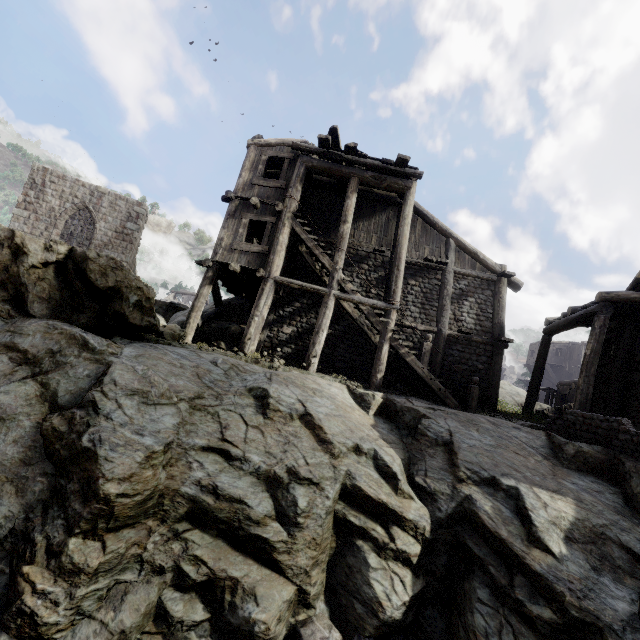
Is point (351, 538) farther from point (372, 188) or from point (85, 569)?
point (372, 188)

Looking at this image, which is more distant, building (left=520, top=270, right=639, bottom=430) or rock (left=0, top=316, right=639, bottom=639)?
building (left=520, top=270, right=639, bottom=430)

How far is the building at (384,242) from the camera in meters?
11.7

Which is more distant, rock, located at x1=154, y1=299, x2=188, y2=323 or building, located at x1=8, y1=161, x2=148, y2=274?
rock, located at x1=154, y1=299, x2=188, y2=323

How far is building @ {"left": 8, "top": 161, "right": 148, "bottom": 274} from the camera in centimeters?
1850cm

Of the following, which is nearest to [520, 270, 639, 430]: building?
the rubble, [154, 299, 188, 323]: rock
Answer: [154, 299, 188, 323]: rock

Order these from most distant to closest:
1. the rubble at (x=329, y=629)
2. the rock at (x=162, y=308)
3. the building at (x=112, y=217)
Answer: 1. the rock at (x=162, y=308)
2. the building at (x=112, y=217)
3. the rubble at (x=329, y=629)
